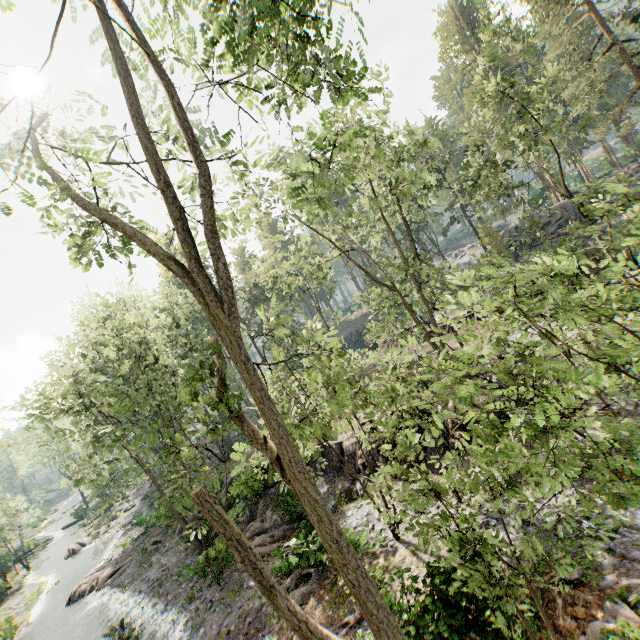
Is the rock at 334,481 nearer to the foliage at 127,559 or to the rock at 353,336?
the foliage at 127,559

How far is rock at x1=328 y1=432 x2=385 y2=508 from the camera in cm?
1789

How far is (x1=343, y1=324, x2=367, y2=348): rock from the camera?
55.9m

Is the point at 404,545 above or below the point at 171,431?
below

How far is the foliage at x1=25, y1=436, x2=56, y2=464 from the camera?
18.1 meters

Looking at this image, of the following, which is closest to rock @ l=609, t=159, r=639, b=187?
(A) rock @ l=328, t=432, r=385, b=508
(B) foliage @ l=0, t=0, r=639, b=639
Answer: (B) foliage @ l=0, t=0, r=639, b=639

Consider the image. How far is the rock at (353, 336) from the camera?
55.91m

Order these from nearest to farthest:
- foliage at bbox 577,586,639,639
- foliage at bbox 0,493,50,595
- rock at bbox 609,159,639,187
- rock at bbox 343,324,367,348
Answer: foliage at bbox 577,586,639,639, rock at bbox 609,159,639,187, foliage at bbox 0,493,50,595, rock at bbox 343,324,367,348
